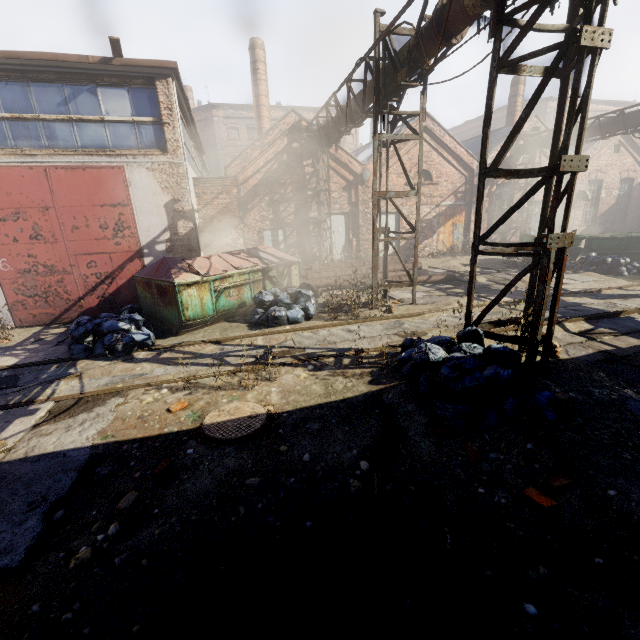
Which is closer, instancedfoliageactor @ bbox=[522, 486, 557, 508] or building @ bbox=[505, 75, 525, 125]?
instancedfoliageactor @ bbox=[522, 486, 557, 508]

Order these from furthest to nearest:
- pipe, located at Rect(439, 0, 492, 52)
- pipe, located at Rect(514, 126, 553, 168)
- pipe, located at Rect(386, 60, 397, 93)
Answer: pipe, located at Rect(514, 126, 553, 168) → pipe, located at Rect(386, 60, 397, 93) → pipe, located at Rect(439, 0, 492, 52)

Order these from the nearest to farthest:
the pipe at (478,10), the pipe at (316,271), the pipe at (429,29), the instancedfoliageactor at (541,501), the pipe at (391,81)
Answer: the instancedfoliageactor at (541,501)
the pipe at (478,10)
the pipe at (429,29)
the pipe at (391,81)
the pipe at (316,271)

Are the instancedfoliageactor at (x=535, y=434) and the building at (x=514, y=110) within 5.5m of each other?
no

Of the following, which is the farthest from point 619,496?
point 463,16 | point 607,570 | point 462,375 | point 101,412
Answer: point 463,16

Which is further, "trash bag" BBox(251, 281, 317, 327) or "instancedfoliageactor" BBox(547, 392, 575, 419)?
"trash bag" BBox(251, 281, 317, 327)

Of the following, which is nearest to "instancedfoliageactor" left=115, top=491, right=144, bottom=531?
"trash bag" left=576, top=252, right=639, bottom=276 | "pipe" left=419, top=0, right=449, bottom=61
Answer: "pipe" left=419, top=0, right=449, bottom=61

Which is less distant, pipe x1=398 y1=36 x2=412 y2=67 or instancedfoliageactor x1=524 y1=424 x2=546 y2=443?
instancedfoliageactor x1=524 y1=424 x2=546 y2=443
